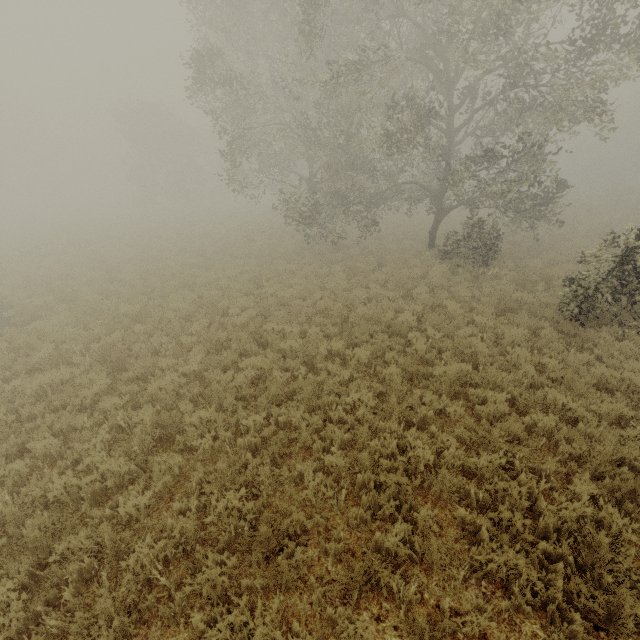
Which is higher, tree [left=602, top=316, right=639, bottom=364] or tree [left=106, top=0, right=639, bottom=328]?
tree [left=106, top=0, right=639, bottom=328]

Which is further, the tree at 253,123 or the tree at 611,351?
the tree at 253,123

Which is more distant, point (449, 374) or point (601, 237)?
point (601, 237)

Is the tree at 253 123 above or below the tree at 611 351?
above

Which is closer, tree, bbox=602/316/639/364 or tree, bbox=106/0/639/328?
tree, bbox=602/316/639/364
